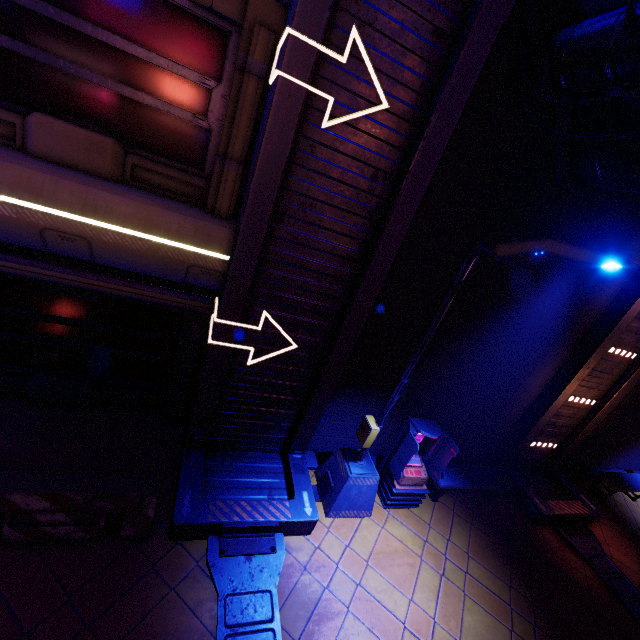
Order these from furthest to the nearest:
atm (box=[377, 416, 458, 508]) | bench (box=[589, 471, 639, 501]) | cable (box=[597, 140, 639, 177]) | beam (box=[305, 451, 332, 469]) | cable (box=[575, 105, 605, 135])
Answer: bench (box=[589, 471, 639, 501]), beam (box=[305, 451, 332, 469]), atm (box=[377, 416, 458, 508]), cable (box=[575, 105, 605, 135]), cable (box=[597, 140, 639, 177])

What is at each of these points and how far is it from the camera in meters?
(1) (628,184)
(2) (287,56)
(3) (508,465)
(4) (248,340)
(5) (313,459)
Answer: →
(1) walkway, 4.9
(2) tunnel, 3.8
(3) tunnel, 9.4
(4) tunnel, 5.7
(5) beam, 7.5

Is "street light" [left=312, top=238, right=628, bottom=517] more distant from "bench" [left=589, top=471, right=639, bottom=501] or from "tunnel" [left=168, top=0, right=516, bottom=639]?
"bench" [left=589, top=471, right=639, bottom=501]

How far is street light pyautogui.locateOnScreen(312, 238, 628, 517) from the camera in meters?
3.4 m

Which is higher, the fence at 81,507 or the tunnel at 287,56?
the tunnel at 287,56

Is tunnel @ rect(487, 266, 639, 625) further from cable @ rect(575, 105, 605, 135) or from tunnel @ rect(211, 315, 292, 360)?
tunnel @ rect(211, 315, 292, 360)

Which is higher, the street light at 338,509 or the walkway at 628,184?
the walkway at 628,184

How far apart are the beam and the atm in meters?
0.2
